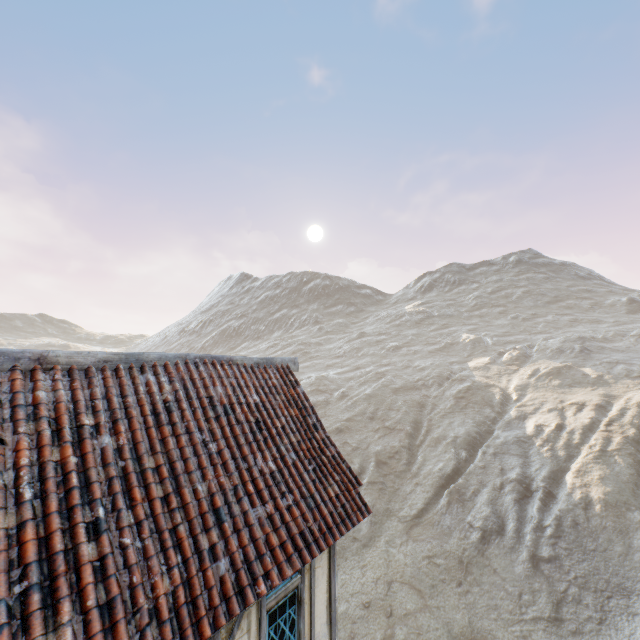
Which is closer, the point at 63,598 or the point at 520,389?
the point at 63,598
